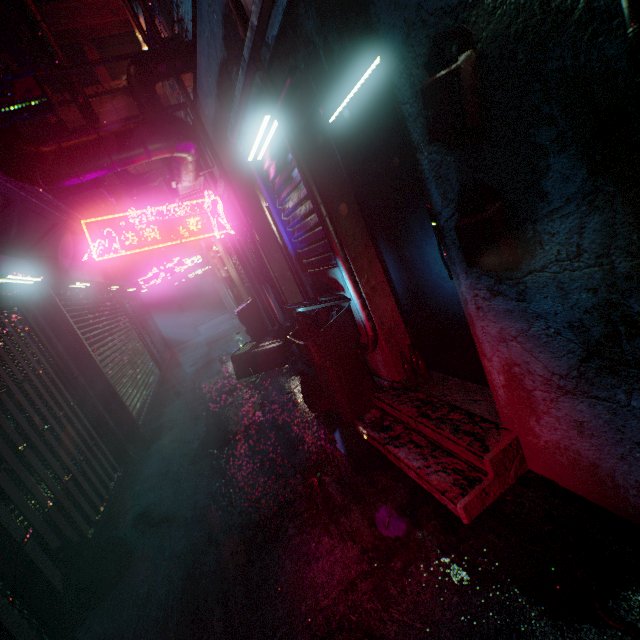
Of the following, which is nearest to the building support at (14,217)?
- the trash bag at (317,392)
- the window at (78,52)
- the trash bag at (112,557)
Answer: the trash bag at (112,557)

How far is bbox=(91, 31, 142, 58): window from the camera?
12.9 meters

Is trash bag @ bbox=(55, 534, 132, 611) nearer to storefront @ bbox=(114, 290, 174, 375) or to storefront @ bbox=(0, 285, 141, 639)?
storefront @ bbox=(0, 285, 141, 639)

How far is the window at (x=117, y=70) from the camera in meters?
13.1 m

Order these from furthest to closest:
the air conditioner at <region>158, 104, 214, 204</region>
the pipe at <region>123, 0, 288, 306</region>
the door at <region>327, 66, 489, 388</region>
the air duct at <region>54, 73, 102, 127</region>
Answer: the air duct at <region>54, 73, 102, 127</region>
the air conditioner at <region>158, 104, 214, 204</region>
the pipe at <region>123, 0, 288, 306</region>
the door at <region>327, 66, 489, 388</region>

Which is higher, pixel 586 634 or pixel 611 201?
pixel 611 201

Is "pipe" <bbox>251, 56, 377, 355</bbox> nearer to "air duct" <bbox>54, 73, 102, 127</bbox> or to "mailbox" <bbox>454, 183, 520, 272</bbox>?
"mailbox" <bbox>454, 183, 520, 272</bbox>

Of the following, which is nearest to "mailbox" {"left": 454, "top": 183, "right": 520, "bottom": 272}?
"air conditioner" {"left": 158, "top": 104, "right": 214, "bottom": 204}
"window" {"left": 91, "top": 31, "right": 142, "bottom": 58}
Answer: "air conditioner" {"left": 158, "top": 104, "right": 214, "bottom": 204}
